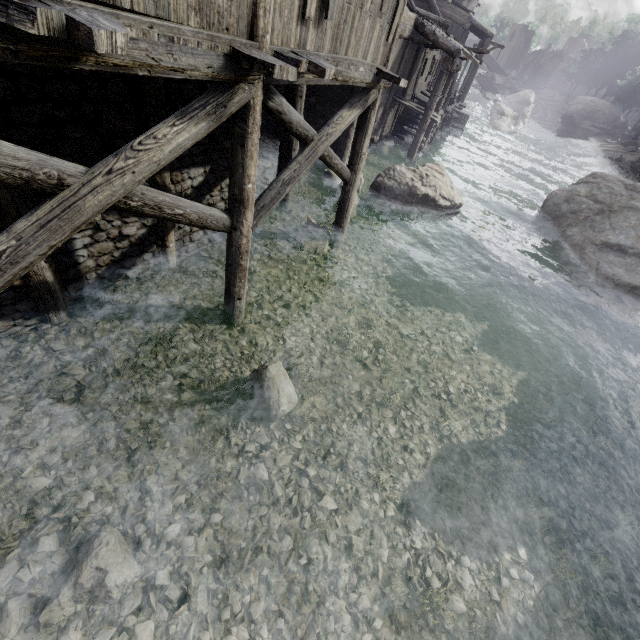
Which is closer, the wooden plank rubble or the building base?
the wooden plank rubble

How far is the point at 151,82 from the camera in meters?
5.1

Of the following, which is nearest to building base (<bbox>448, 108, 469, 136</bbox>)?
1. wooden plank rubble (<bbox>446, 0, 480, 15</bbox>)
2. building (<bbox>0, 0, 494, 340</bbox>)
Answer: building (<bbox>0, 0, 494, 340</bbox>)

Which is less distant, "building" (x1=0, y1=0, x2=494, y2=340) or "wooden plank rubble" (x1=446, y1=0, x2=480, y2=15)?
"building" (x1=0, y1=0, x2=494, y2=340)

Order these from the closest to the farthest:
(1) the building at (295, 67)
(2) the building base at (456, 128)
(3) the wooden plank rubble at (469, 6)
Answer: (1) the building at (295, 67), (3) the wooden plank rubble at (469, 6), (2) the building base at (456, 128)

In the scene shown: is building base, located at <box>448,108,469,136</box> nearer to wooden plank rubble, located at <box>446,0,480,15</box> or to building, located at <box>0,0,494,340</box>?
building, located at <box>0,0,494,340</box>

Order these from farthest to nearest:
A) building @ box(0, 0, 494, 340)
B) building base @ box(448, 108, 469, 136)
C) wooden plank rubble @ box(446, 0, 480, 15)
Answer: building base @ box(448, 108, 469, 136)
wooden plank rubble @ box(446, 0, 480, 15)
building @ box(0, 0, 494, 340)

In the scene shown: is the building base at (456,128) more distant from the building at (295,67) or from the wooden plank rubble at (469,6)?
the wooden plank rubble at (469,6)
